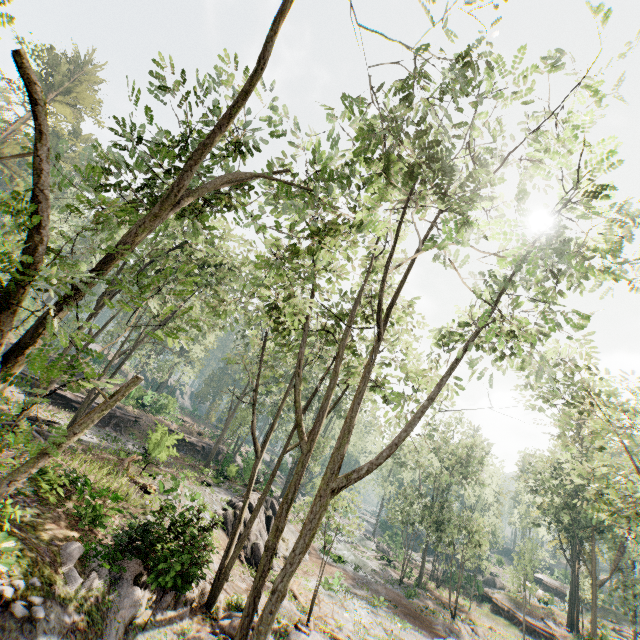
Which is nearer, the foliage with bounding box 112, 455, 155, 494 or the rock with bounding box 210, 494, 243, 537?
the rock with bounding box 210, 494, 243, 537

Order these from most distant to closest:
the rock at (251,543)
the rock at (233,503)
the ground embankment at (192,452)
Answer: the ground embankment at (192,452) → the rock at (251,543) → the rock at (233,503)

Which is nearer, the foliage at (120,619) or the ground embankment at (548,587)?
the foliage at (120,619)

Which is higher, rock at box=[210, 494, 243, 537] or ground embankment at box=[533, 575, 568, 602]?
ground embankment at box=[533, 575, 568, 602]

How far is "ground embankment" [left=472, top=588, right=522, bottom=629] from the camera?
34.84m

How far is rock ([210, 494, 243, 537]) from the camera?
14.6 meters

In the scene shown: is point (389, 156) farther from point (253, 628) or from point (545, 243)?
point (253, 628)

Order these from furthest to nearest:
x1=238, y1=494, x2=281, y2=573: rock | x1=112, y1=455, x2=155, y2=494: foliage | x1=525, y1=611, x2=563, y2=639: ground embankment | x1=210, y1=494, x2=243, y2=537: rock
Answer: x1=525, y1=611, x2=563, y2=639: ground embankment < x1=238, y1=494, x2=281, y2=573: rock < x1=112, y1=455, x2=155, y2=494: foliage < x1=210, y1=494, x2=243, y2=537: rock
